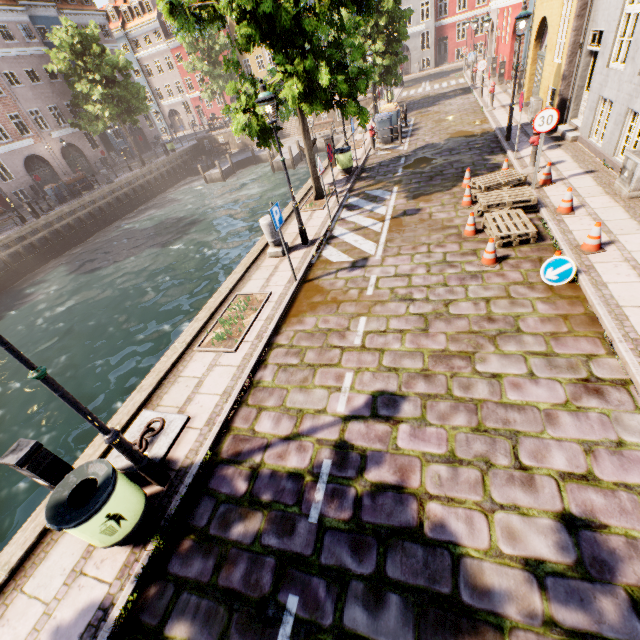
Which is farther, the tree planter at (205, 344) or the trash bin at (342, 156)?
the trash bin at (342, 156)

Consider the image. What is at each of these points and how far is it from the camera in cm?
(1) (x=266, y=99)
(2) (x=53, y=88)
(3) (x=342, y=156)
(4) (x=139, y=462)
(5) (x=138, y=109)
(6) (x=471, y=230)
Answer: (1) street light, 710
(2) building, 3088
(3) trash bin, 1333
(4) street light, 413
(5) tree, 2870
(6) traffic cone, 784

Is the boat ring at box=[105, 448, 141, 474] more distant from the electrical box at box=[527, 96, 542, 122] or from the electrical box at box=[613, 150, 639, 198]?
the electrical box at box=[527, 96, 542, 122]

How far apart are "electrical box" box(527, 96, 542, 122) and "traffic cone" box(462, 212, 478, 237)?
9.7 meters

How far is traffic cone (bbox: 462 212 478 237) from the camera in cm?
773

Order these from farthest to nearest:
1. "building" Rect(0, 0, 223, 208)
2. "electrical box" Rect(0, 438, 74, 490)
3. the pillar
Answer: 1. "building" Rect(0, 0, 223, 208)
2. the pillar
3. "electrical box" Rect(0, 438, 74, 490)

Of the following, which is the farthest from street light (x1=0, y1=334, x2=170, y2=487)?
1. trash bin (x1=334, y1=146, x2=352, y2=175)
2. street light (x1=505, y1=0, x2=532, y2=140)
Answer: trash bin (x1=334, y1=146, x2=352, y2=175)

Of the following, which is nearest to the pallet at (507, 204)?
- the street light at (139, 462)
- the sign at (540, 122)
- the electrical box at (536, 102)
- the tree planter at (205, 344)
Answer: the sign at (540, 122)
